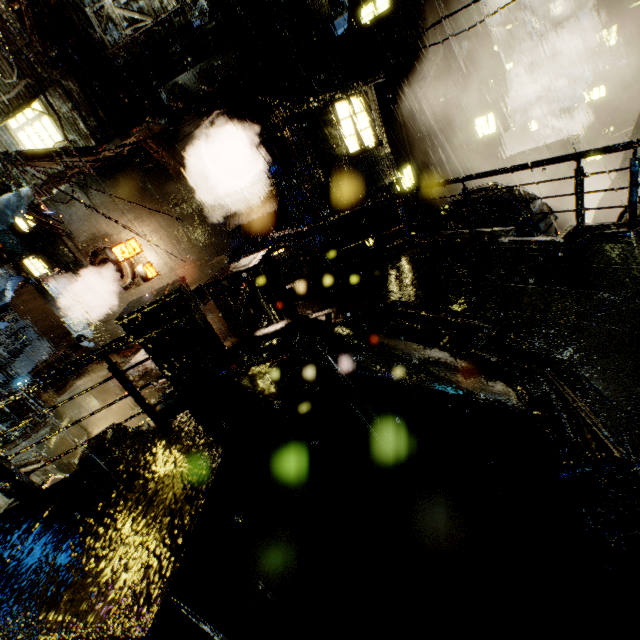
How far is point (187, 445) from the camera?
3.46m

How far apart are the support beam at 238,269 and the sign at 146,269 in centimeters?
1041cm

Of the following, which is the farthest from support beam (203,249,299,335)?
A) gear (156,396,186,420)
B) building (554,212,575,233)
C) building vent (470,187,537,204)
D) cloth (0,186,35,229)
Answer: building (554,212,575,233)

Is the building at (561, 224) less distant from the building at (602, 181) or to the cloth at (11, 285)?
the cloth at (11, 285)

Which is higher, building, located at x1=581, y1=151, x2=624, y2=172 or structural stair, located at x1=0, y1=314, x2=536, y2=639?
structural stair, located at x1=0, y1=314, x2=536, y2=639

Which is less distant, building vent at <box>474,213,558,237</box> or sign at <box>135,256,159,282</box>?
building vent at <box>474,213,558,237</box>

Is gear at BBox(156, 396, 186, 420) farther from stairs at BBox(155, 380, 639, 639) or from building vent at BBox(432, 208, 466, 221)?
building vent at BBox(432, 208, 466, 221)

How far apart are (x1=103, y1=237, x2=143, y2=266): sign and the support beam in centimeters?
1041cm
